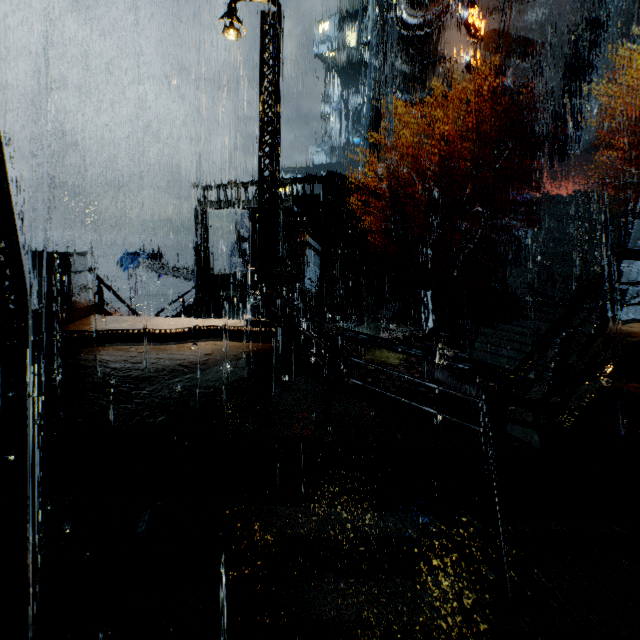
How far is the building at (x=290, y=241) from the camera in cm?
1778

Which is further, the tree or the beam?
the beam

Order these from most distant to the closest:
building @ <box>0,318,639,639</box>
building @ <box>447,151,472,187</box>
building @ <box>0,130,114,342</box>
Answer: building @ <box>447,151,472,187</box> < building @ <box>0,130,114,342</box> < building @ <box>0,318,639,639</box>

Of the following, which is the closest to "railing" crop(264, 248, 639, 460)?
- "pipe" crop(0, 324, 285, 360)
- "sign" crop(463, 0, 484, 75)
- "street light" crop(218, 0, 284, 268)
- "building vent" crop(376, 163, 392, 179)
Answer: "pipe" crop(0, 324, 285, 360)

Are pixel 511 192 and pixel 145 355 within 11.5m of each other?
no

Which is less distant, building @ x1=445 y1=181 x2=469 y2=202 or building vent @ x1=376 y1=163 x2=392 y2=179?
building @ x1=445 y1=181 x2=469 y2=202

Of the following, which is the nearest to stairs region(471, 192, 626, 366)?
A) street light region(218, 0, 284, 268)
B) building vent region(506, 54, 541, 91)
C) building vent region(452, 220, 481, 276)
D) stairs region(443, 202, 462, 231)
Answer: building vent region(452, 220, 481, 276)

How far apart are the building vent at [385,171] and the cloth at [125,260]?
27.85m
